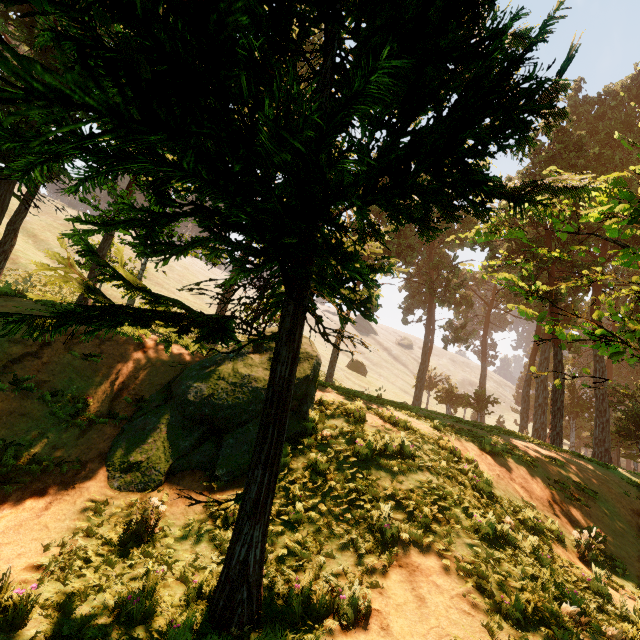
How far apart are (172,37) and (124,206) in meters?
2.0 m
